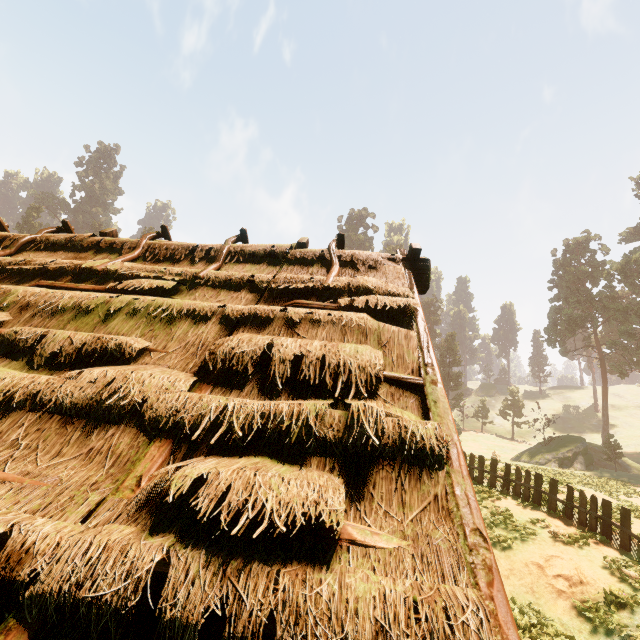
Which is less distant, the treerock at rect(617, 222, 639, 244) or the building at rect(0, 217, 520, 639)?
the building at rect(0, 217, 520, 639)

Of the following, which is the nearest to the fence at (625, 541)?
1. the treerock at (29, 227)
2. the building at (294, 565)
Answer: the building at (294, 565)

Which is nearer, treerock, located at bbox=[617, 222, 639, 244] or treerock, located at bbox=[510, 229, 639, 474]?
treerock, located at bbox=[510, 229, 639, 474]

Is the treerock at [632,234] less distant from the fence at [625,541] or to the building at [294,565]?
the building at [294,565]

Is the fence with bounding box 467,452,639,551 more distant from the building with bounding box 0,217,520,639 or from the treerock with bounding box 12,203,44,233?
the treerock with bounding box 12,203,44,233

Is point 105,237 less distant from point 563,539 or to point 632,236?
point 563,539
